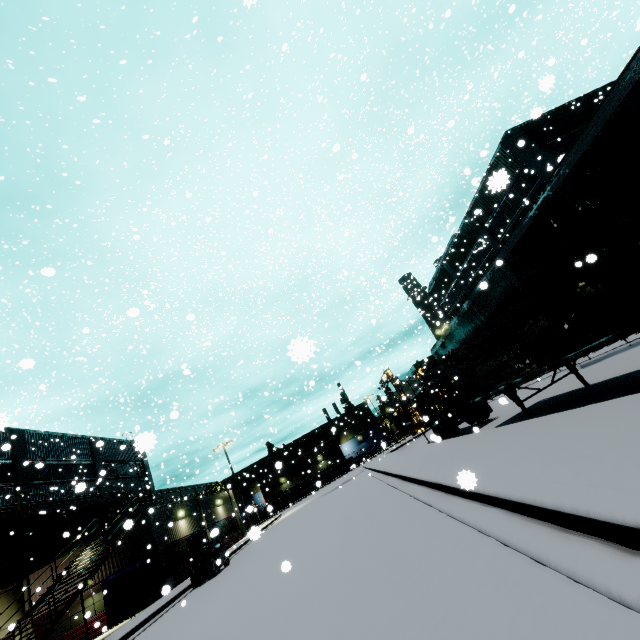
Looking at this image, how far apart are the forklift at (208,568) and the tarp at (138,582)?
3.28m

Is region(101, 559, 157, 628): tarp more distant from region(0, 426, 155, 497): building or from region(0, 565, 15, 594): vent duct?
region(0, 565, 15, 594): vent duct

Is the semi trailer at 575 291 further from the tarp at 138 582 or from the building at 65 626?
the tarp at 138 582

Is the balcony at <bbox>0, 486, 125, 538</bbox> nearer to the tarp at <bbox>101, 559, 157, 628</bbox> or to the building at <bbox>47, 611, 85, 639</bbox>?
the building at <bbox>47, 611, 85, 639</bbox>

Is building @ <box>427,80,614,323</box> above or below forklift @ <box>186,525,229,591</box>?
above

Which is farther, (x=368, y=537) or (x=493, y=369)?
(x=493, y=369)

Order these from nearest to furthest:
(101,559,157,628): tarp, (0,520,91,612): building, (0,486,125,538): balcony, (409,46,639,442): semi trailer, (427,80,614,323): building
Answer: (409,46,639,442): semi trailer
(101,559,157,628): tarp
(0,486,125,538): balcony
(0,520,91,612): building
(427,80,614,323): building

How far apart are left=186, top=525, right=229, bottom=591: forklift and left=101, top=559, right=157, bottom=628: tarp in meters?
3.3 m
